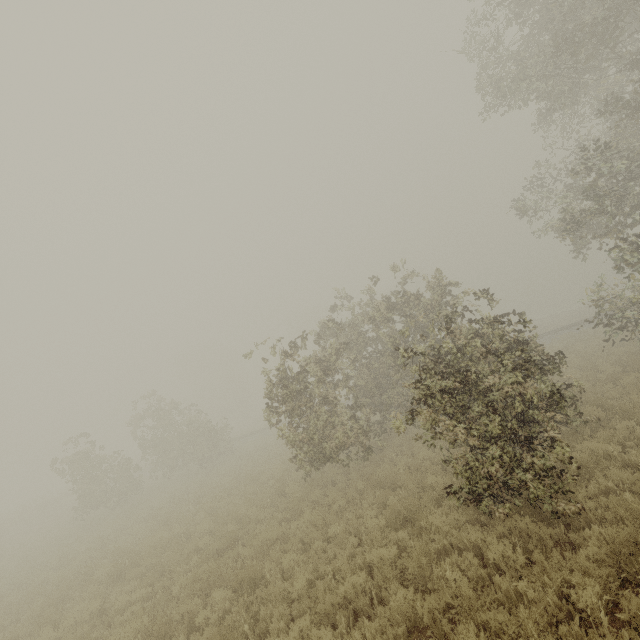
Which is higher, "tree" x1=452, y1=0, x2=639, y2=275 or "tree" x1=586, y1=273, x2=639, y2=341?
"tree" x1=452, y1=0, x2=639, y2=275

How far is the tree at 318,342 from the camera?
5.9m

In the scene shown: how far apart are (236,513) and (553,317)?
53.3m

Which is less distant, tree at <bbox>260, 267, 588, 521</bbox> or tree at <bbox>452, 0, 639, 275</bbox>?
tree at <bbox>260, 267, 588, 521</bbox>

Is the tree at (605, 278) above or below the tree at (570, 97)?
below

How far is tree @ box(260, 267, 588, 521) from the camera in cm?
591
